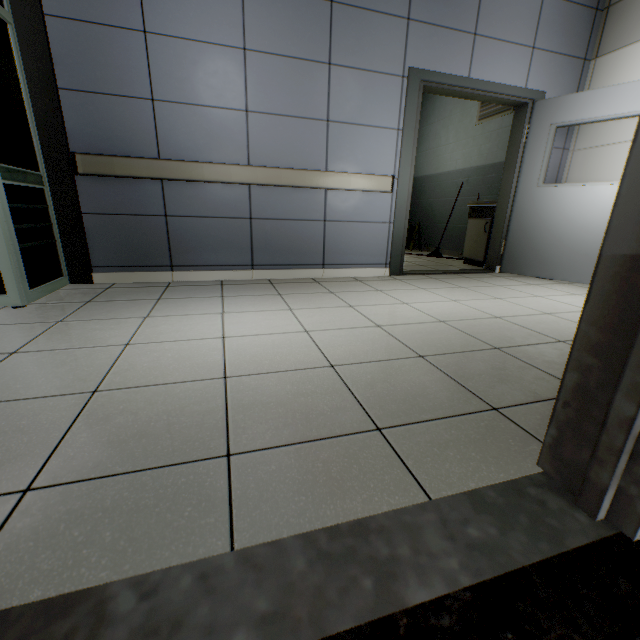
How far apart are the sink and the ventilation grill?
1.47m

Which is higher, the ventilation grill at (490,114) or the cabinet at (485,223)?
the ventilation grill at (490,114)

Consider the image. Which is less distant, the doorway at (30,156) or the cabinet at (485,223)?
the doorway at (30,156)

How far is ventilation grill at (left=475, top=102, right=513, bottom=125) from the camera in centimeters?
503cm

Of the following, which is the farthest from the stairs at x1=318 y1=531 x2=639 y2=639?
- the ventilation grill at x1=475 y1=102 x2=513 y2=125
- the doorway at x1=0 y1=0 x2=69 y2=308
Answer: the ventilation grill at x1=475 y1=102 x2=513 y2=125

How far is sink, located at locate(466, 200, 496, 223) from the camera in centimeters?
466cm

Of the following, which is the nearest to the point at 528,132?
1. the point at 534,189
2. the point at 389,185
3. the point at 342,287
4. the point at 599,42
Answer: the point at 534,189

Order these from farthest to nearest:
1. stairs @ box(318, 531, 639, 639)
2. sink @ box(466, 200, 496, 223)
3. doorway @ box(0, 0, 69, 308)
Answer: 1. sink @ box(466, 200, 496, 223)
2. doorway @ box(0, 0, 69, 308)
3. stairs @ box(318, 531, 639, 639)
